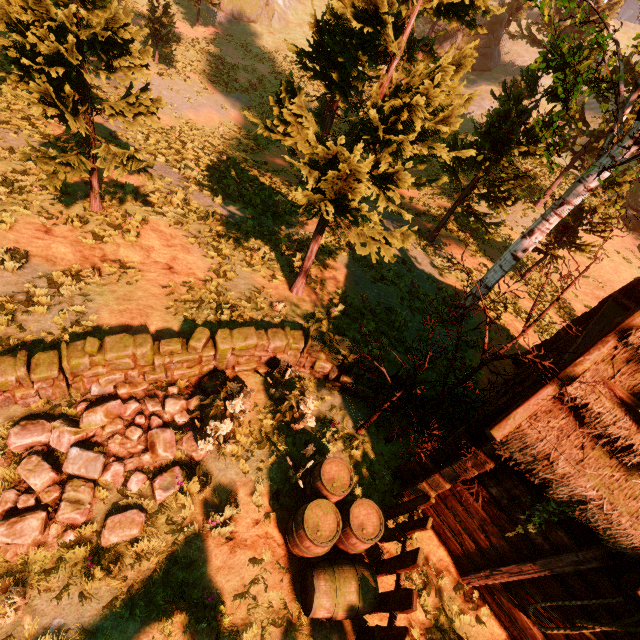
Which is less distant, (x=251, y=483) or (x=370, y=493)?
(x=251, y=483)

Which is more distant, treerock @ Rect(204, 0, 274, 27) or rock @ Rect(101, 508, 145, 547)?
treerock @ Rect(204, 0, 274, 27)

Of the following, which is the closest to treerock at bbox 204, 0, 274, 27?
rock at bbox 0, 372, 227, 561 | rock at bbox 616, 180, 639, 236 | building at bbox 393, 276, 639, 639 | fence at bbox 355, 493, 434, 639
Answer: building at bbox 393, 276, 639, 639

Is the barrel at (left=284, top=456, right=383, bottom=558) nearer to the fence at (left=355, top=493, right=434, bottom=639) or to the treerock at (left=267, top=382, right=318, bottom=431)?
the fence at (left=355, top=493, right=434, bottom=639)

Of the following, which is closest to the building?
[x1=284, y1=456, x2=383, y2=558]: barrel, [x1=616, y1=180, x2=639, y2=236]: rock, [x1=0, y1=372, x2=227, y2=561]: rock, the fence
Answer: the fence

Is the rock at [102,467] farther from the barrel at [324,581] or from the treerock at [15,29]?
the treerock at [15,29]

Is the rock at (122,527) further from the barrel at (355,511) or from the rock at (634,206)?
the rock at (634,206)
